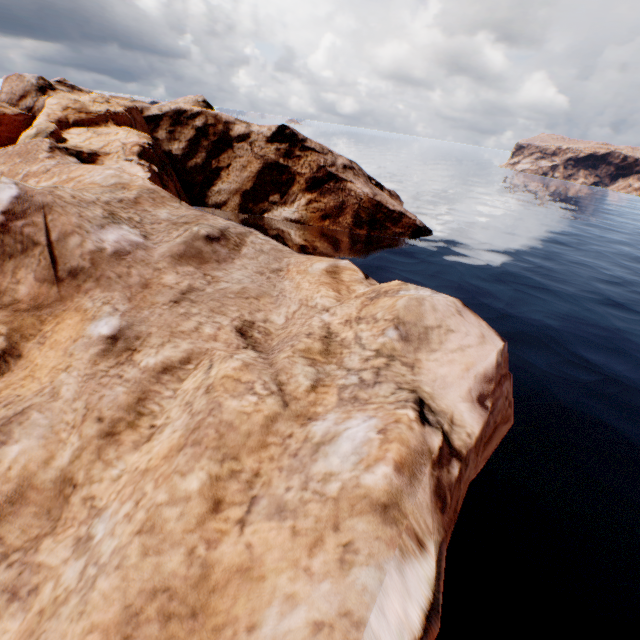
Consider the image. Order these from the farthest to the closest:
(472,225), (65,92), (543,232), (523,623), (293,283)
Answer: (543,232) → (472,225) → (65,92) → (293,283) → (523,623)
